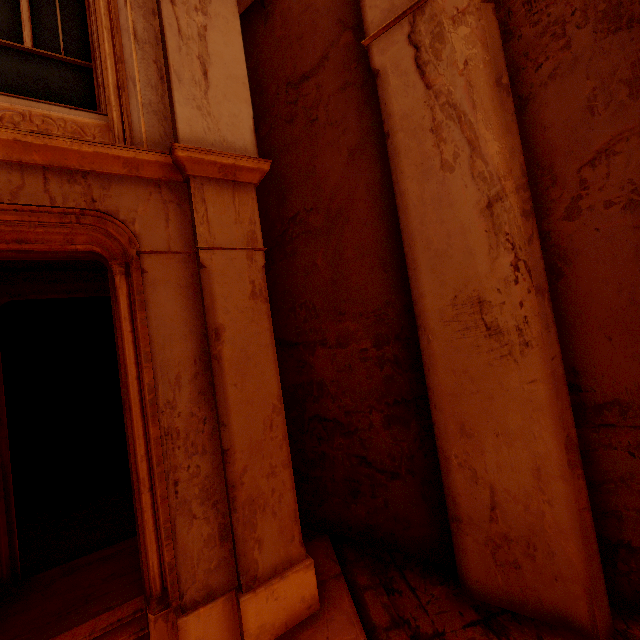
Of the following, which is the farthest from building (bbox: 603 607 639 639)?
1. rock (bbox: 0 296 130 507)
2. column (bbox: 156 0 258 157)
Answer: column (bbox: 156 0 258 157)

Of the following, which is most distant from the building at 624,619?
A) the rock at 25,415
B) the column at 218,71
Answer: the column at 218,71

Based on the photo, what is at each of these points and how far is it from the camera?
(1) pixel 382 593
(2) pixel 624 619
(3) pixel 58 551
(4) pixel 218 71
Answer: (1) building, 3.2 meters
(2) building, 2.7 meters
(3) building, 5.0 meters
(4) column, 3.4 meters

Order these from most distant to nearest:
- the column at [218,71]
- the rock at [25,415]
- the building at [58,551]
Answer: the rock at [25,415]
the building at [58,551]
the column at [218,71]

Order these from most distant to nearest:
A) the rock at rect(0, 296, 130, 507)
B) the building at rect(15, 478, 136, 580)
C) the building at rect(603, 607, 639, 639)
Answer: the rock at rect(0, 296, 130, 507)
the building at rect(15, 478, 136, 580)
the building at rect(603, 607, 639, 639)

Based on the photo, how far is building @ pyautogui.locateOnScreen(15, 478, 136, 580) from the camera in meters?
4.9

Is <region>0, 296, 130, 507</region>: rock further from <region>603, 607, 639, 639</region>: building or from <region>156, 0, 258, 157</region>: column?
<region>156, 0, 258, 157</region>: column
